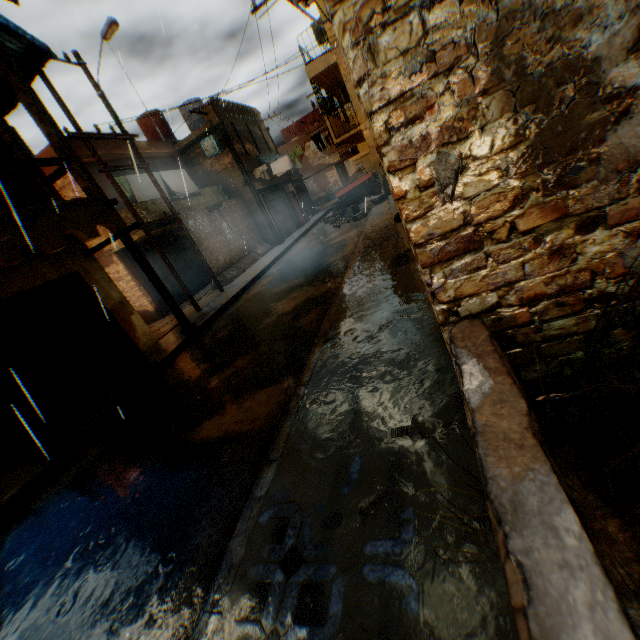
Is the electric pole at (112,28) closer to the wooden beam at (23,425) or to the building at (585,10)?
the building at (585,10)

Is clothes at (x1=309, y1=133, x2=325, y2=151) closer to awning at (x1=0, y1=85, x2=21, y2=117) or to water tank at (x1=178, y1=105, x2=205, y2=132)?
awning at (x1=0, y1=85, x2=21, y2=117)

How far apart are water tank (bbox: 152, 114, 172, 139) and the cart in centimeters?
1120cm

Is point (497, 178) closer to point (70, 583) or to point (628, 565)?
point (628, 565)

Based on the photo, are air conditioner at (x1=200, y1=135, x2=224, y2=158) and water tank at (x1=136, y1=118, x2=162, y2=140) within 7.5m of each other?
yes

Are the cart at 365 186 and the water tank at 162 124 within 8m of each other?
no

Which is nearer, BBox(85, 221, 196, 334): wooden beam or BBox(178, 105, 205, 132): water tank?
BBox(85, 221, 196, 334): wooden beam

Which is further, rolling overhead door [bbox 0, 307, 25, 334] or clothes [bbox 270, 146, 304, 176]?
clothes [bbox 270, 146, 304, 176]
